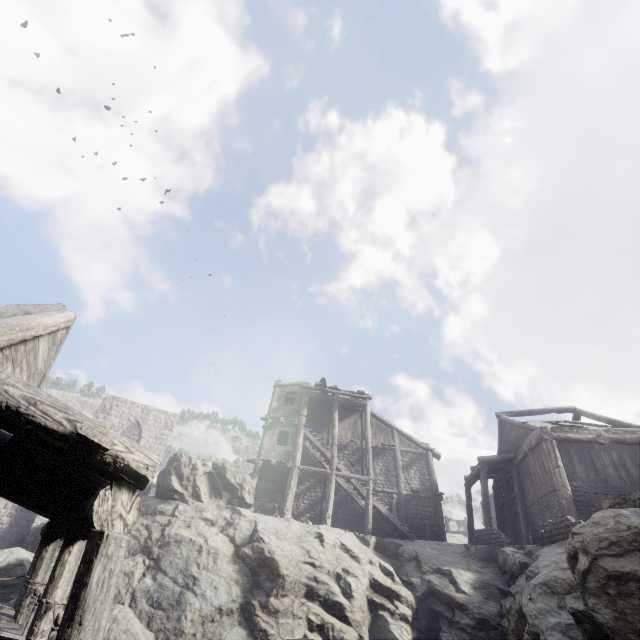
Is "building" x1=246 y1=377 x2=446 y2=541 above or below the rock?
above

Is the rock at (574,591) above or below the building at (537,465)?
below

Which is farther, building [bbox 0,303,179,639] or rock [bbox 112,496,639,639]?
rock [bbox 112,496,639,639]

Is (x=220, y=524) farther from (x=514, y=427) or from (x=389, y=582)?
(x=514, y=427)

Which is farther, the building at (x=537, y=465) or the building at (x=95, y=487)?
the building at (x=537, y=465)

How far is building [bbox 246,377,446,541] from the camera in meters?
19.4 m
